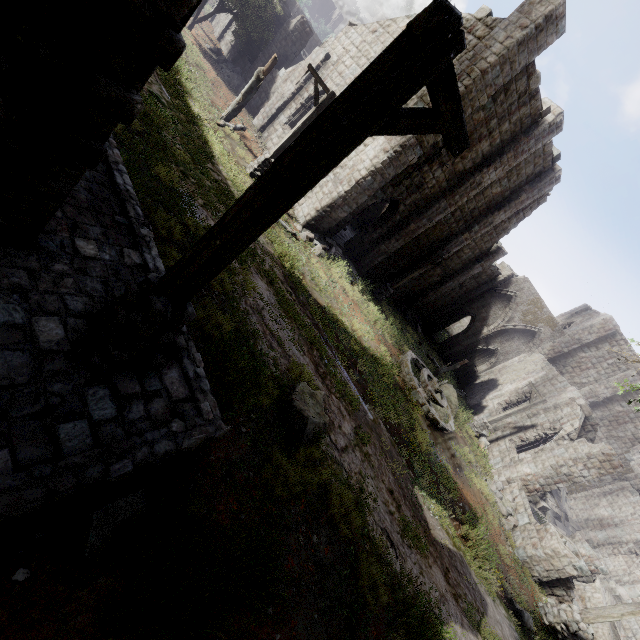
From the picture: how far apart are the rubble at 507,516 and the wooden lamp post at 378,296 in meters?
9.9 m

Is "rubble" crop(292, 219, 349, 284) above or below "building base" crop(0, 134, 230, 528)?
below

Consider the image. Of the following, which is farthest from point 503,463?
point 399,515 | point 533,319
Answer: point 533,319

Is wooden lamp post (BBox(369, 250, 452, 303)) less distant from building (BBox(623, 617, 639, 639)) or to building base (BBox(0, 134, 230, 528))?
building (BBox(623, 617, 639, 639))

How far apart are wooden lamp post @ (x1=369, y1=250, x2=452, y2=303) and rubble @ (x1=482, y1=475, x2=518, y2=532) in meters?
9.9

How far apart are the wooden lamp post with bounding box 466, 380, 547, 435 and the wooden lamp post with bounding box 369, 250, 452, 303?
8.4 meters

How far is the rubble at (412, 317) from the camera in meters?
26.0 m

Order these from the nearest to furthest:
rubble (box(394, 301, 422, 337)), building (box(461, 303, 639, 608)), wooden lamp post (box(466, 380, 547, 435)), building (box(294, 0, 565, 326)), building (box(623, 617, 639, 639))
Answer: building (box(294, 0, 565, 326))
building (box(461, 303, 639, 608))
wooden lamp post (box(466, 380, 547, 435))
building (box(623, 617, 639, 639))
rubble (box(394, 301, 422, 337))
